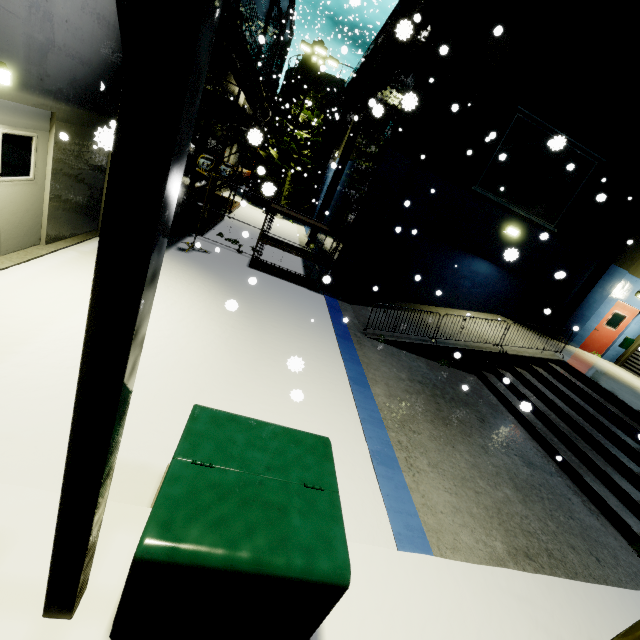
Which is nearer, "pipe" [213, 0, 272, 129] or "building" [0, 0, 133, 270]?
"building" [0, 0, 133, 270]

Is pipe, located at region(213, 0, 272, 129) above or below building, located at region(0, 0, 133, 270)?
above

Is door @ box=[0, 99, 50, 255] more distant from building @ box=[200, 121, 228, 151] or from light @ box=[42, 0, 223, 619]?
light @ box=[42, 0, 223, 619]

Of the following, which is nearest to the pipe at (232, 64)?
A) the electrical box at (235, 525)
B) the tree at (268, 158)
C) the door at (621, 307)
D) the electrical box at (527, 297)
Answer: the tree at (268, 158)

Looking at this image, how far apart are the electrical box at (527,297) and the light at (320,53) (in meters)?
16.43

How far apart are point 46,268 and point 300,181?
20.9 meters

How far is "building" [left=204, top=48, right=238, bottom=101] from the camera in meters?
12.4 m

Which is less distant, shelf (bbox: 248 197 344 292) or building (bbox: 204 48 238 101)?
shelf (bbox: 248 197 344 292)
